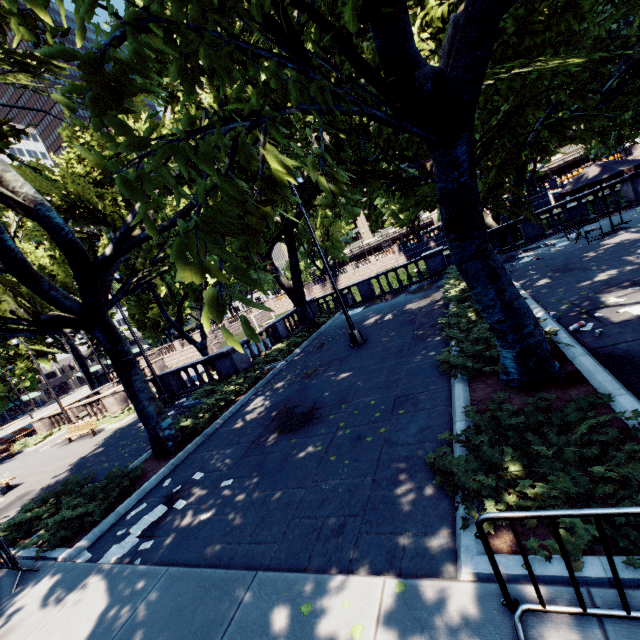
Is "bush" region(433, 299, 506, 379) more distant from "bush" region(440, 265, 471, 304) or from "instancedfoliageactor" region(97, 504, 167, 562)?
"instancedfoliageactor" region(97, 504, 167, 562)

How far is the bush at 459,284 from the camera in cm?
1255

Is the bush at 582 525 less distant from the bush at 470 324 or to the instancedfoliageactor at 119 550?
the bush at 470 324

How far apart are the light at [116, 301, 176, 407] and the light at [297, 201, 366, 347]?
9.66m

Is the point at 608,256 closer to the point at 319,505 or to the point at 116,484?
the point at 319,505

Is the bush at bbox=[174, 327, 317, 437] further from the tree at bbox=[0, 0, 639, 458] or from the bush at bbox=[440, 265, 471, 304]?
the bush at bbox=[440, 265, 471, 304]

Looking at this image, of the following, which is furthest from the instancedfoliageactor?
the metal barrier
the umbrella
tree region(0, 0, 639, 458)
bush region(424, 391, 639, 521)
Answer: the umbrella

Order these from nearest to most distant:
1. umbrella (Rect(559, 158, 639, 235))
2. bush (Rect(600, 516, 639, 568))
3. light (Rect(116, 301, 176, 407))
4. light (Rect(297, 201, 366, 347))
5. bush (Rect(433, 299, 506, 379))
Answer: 1. bush (Rect(600, 516, 639, 568))
2. bush (Rect(433, 299, 506, 379))
3. umbrella (Rect(559, 158, 639, 235))
4. light (Rect(297, 201, 366, 347))
5. light (Rect(116, 301, 176, 407))
